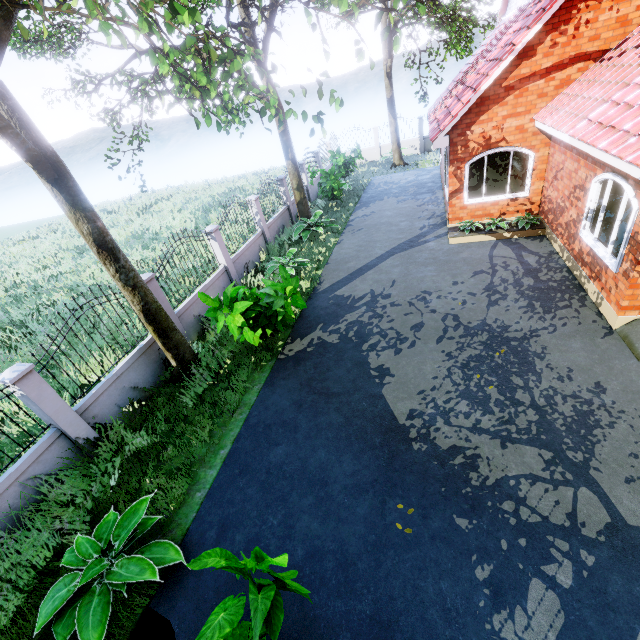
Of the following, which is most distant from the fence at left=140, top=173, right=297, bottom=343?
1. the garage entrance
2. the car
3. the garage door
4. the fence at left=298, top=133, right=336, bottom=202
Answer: the car

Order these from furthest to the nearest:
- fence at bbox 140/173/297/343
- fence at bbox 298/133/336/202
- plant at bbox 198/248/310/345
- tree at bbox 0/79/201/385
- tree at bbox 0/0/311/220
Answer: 1. fence at bbox 298/133/336/202
2. fence at bbox 140/173/297/343
3. plant at bbox 198/248/310/345
4. tree at bbox 0/79/201/385
5. tree at bbox 0/0/311/220

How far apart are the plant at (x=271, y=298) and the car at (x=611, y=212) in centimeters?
723cm

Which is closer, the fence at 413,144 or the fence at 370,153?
the fence at 413,144

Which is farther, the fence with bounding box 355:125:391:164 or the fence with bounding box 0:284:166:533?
the fence with bounding box 355:125:391:164

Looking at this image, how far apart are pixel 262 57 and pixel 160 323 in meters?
10.9 m

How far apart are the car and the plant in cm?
723

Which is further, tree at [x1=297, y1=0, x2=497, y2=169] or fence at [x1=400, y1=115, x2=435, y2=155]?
fence at [x1=400, y1=115, x2=435, y2=155]
